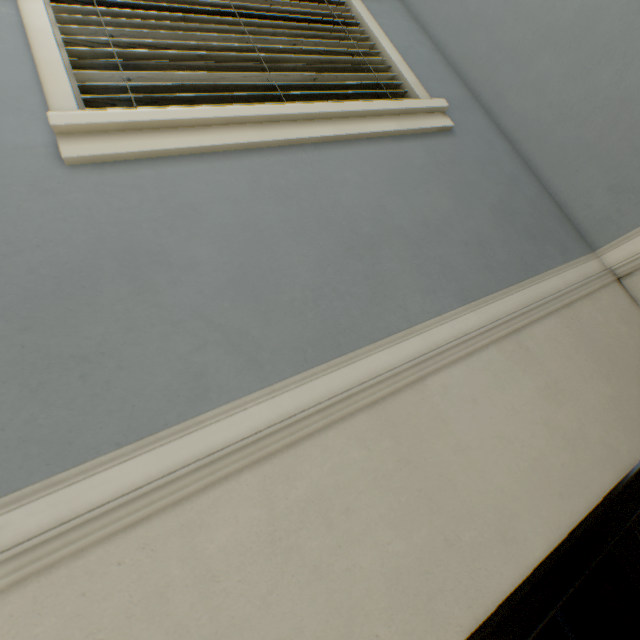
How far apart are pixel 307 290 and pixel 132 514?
0.6 meters

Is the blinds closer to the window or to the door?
the window

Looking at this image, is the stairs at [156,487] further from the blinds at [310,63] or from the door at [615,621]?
the blinds at [310,63]

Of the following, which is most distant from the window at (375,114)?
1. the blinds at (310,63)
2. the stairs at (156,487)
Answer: the stairs at (156,487)

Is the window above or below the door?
above

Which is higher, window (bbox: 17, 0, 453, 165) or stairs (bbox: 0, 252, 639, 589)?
window (bbox: 17, 0, 453, 165)

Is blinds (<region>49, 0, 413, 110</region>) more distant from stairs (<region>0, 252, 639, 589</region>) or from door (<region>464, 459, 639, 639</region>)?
door (<region>464, 459, 639, 639</region>)

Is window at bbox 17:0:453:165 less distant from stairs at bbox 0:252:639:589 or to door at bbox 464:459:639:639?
stairs at bbox 0:252:639:589
